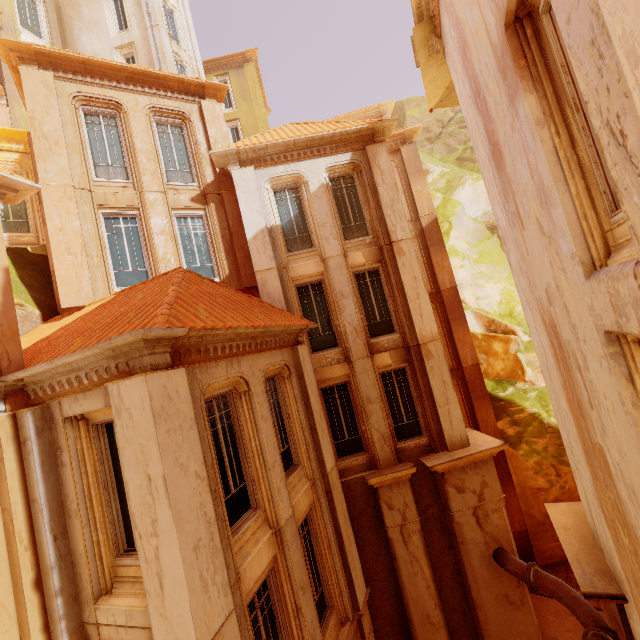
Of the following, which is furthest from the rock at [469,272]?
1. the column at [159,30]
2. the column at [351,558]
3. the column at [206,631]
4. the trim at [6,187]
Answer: the trim at [6,187]

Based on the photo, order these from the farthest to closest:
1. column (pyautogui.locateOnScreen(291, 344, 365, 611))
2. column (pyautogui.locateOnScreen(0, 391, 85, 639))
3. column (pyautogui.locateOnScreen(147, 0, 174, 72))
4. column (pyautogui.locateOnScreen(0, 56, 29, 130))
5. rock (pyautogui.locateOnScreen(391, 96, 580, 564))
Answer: column (pyautogui.locateOnScreen(147, 0, 174, 72)), rock (pyautogui.locateOnScreen(391, 96, 580, 564)), column (pyautogui.locateOnScreen(0, 56, 29, 130)), column (pyautogui.locateOnScreen(291, 344, 365, 611)), column (pyautogui.locateOnScreen(0, 391, 85, 639))

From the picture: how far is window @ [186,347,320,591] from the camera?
5.81m

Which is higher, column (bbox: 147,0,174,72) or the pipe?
column (bbox: 147,0,174,72)

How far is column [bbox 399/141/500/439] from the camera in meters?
15.1

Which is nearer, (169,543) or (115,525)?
(169,543)

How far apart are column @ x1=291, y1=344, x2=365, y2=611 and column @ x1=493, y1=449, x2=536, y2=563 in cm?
838

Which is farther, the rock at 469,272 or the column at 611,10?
the rock at 469,272
